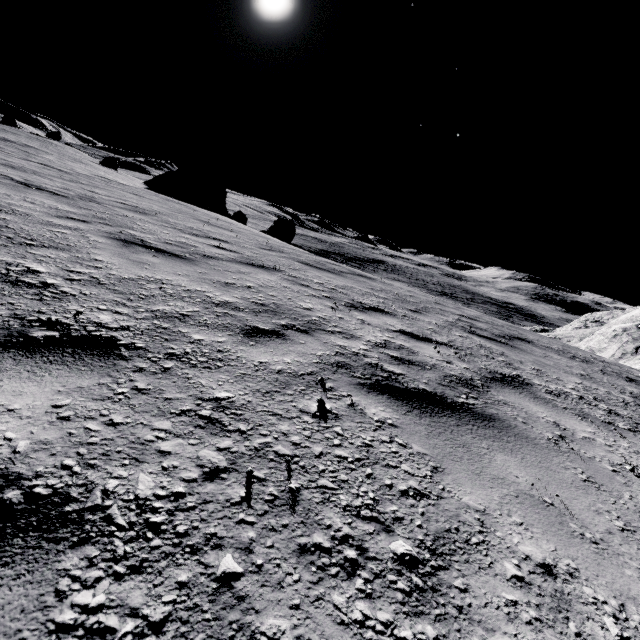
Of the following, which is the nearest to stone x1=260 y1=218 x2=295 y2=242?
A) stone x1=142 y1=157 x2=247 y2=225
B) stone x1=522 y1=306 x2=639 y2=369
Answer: stone x1=142 y1=157 x2=247 y2=225

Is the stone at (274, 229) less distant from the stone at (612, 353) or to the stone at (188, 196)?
the stone at (188, 196)

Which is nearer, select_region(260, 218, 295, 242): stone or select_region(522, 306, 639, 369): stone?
select_region(522, 306, 639, 369): stone

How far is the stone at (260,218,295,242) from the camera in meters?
23.3

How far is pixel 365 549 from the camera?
1.1m

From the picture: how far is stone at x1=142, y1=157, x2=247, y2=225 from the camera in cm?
3295

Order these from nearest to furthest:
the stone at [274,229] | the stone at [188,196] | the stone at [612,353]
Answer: the stone at [612,353], the stone at [274,229], the stone at [188,196]
